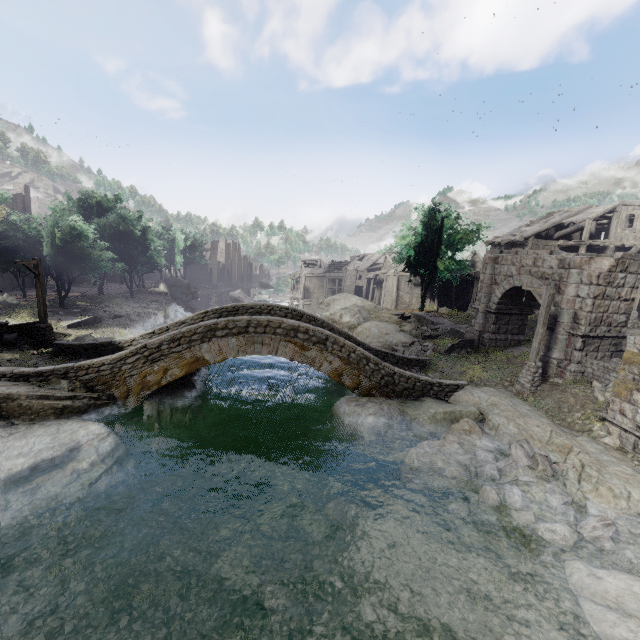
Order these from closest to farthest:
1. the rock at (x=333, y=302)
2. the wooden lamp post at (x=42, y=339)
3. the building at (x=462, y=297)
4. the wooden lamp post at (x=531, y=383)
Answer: the wooden lamp post at (x=531, y=383) < the wooden lamp post at (x=42, y=339) < the rock at (x=333, y=302) < the building at (x=462, y=297)

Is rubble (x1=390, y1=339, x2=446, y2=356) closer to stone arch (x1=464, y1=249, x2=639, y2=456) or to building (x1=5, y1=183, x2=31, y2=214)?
stone arch (x1=464, y1=249, x2=639, y2=456)

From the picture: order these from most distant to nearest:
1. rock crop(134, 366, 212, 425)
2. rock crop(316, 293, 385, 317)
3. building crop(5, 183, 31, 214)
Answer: building crop(5, 183, 31, 214)
rock crop(316, 293, 385, 317)
rock crop(134, 366, 212, 425)

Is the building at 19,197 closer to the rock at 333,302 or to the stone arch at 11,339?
the rock at 333,302

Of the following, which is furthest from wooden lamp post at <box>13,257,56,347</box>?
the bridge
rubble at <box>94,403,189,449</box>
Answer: rubble at <box>94,403,189,449</box>

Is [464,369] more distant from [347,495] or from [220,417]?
[220,417]

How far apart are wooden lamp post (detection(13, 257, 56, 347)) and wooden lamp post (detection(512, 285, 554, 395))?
24.30m

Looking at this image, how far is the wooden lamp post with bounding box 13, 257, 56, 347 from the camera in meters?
16.6
